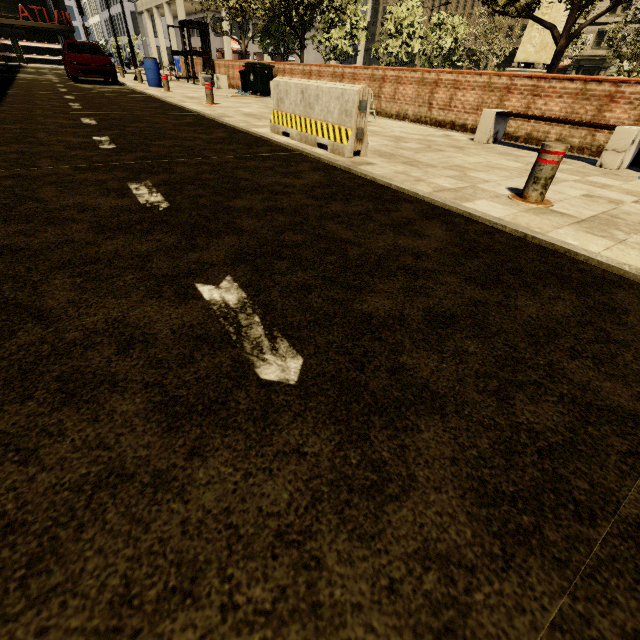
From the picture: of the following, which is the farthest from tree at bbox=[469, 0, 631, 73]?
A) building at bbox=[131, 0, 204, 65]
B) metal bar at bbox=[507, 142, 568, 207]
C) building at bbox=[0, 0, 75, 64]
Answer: building at bbox=[131, 0, 204, 65]

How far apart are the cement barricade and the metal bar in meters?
2.2 m

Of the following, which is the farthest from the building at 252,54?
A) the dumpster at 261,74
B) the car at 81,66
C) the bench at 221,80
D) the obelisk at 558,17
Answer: the obelisk at 558,17

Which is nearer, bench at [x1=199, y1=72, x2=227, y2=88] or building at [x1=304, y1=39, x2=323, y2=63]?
bench at [x1=199, y1=72, x2=227, y2=88]

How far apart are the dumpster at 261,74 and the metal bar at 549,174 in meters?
13.9 m

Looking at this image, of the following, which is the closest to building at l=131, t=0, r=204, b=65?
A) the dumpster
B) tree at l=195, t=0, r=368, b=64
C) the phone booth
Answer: tree at l=195, t=0, r=368, b=64

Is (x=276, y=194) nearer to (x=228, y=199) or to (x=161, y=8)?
(x=228, y=199)

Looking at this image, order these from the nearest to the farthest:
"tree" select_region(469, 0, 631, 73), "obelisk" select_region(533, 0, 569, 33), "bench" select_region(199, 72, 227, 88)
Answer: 1. "tree" select_region(469, 0, 631, 73)
2. "obelisk" select_region(533, 0, 569, 33)
3. "bench" select_region(199, 72, 227, 88)
